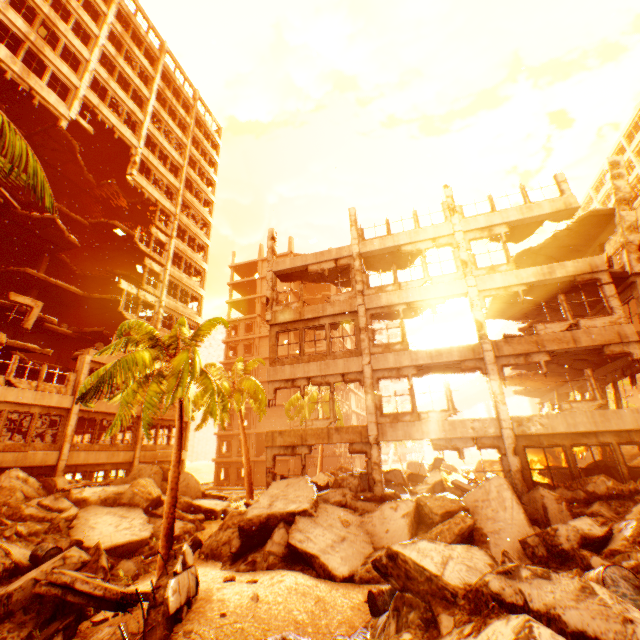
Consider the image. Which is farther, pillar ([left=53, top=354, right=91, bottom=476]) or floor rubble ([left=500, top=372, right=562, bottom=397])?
floor rubble ([left=500, top=372, right=562, bottom=397])

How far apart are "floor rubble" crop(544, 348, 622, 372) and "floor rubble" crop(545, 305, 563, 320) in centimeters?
252cm

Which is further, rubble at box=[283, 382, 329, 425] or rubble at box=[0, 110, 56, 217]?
rubble at box=[283, 382, 329, 425]

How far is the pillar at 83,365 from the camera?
17.6m

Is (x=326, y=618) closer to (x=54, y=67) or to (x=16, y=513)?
(x=16, y=513)

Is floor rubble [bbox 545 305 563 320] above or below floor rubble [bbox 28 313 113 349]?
below

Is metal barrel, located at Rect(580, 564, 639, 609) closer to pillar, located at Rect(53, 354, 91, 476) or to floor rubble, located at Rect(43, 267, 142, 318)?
floor rubble, located at Rect(43, 267, 142, 318)

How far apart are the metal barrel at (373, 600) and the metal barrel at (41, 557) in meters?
9.1 m
